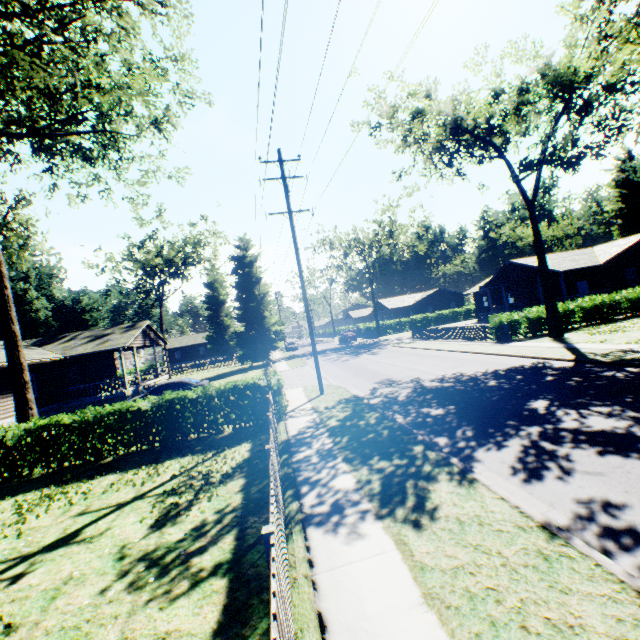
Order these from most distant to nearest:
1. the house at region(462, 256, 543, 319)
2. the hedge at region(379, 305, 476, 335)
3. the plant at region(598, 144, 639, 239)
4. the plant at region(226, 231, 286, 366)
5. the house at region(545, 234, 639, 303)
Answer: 1. the hedge at region(379, 305, 476, 335)
2. the plant at region(598, 144, 639, 239)
3. the plant at region(226, 231, 286, 366)
4. the house at region(462, 256, 543, 319)
5. the house at region(545, 234, 639, 303)

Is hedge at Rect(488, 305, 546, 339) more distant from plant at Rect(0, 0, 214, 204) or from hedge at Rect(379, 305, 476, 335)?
hedge at Rect(379, 305, 476, 335)

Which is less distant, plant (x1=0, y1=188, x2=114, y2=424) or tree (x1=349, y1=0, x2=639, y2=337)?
plant (x1=0, y1=188, x2=114, y2=424)

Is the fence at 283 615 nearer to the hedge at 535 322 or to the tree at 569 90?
the hedge at 535 322

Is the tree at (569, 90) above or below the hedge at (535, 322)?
→ above

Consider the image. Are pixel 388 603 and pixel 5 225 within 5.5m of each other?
no

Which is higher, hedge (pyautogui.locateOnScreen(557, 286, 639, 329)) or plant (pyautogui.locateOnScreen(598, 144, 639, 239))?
plant (pyautogui.locateOnScreen(598, 144, 639, 239))

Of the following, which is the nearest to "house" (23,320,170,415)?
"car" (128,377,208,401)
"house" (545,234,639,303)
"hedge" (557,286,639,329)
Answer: "car" (128,377,208,401)
